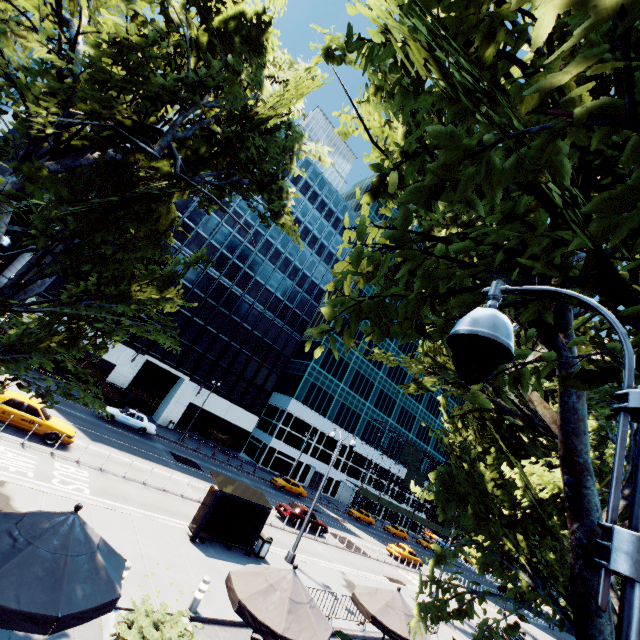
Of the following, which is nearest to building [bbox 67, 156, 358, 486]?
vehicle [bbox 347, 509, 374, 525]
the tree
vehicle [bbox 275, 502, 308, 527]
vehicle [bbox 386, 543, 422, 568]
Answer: vehicle [bbox 347, 509, 374, 525]

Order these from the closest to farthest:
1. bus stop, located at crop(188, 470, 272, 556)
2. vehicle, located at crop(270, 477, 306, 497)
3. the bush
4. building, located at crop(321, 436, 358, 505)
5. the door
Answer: the bush, bus stop, located at crop(188, 470, 272, 556), vehicle, located at crop(270, 477, 306, 497), the door, building, located at crop(321, 436, 358, 505)

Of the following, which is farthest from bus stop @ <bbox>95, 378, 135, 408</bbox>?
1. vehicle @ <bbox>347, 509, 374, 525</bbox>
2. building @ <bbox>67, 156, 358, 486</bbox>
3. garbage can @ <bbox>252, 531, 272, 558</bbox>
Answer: vehicle @ <bbox>347, 509, 374, 525</bbox>

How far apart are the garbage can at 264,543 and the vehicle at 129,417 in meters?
18.3

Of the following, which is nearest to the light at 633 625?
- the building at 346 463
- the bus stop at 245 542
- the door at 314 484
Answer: the bus stop at 245 542

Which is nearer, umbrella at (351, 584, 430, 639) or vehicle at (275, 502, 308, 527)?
umbrella at (351, 584, 430, 639)

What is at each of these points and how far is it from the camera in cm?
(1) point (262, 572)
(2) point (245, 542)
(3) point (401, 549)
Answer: (1) umbrella, 796
(2) bus stop, 1535
(3) vehicle, 3422

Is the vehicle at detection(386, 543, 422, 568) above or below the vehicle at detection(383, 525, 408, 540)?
above
